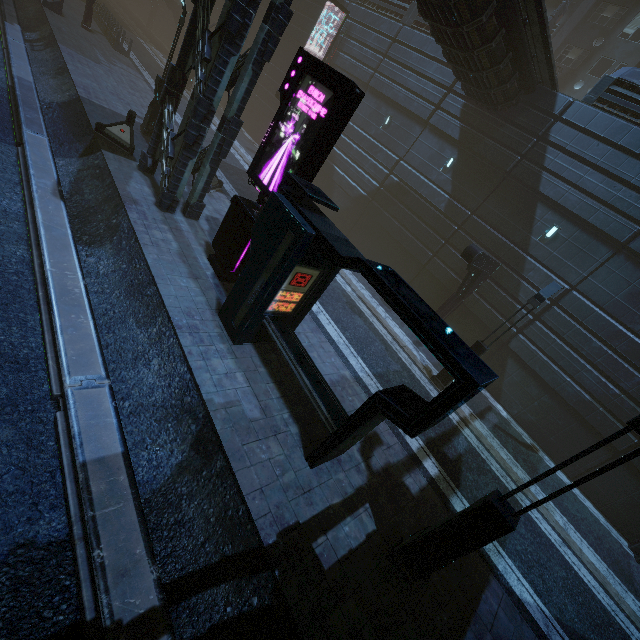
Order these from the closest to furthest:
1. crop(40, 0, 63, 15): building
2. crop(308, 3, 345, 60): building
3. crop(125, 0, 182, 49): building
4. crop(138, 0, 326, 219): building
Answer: crop(138, 0, 326, 219): building
crop(40, 0, 63, 15): building
crop(308, 3, 345, 60): building
crop(125, 0, 182, 49): building

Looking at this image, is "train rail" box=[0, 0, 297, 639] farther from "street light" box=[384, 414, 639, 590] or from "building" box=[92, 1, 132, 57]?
"street light" box=[384, 414, 639, 590]

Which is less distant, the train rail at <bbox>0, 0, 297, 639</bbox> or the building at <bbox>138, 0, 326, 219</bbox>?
the train rail at <bbox>0, 0, 297, 639</bbox>

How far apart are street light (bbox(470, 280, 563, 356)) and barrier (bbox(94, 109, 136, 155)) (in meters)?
14.68

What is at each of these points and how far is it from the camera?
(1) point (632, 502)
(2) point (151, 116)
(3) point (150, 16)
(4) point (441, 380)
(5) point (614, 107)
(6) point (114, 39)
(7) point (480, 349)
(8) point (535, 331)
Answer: A:
(1) building, 12.8 meters
(2) street light, 14.3 meters
(3) building, 45.7 meters
(4) street light, 13.0 meters
(5) building, 13.8 meters
(6) building, 23.8 meters
(7) street light, 12.1 meters
(8) building, 15.0 meters

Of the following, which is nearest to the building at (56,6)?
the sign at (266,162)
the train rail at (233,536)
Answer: the train rail at (233,536)

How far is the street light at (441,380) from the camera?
12.8m

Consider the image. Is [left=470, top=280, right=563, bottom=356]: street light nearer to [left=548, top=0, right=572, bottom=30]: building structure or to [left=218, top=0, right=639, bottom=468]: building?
[left=218, top=0, right=639, bottom=468]: building
